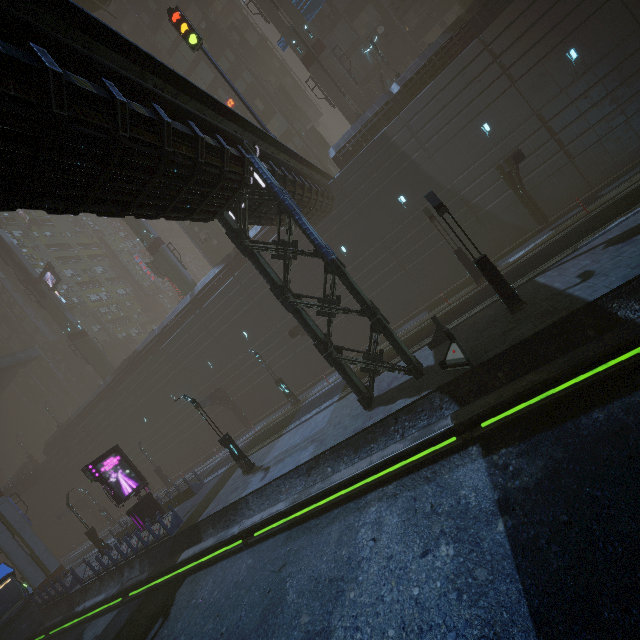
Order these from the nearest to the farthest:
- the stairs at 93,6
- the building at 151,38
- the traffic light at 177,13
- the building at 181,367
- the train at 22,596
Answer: the building at 181,367 → the traffic light at 177,13 → the train at 22,596 → the building at 151,38 → the stairs at 93,6

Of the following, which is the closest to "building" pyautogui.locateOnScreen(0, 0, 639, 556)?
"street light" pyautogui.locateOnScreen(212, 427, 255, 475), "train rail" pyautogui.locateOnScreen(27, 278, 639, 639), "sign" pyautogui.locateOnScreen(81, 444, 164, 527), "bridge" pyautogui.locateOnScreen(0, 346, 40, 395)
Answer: "train rail" pyautogui.locateOnScreen(27, 278, 639, 639)

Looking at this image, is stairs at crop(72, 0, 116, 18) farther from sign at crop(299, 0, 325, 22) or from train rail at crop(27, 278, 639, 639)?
train rail at crop(27, 278, 639, 639)

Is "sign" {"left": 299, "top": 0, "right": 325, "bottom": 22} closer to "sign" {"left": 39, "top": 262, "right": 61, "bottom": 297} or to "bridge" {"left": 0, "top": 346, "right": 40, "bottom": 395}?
"sign" {"left": 39, "top": 262, "right": 61, "bottom": 297}

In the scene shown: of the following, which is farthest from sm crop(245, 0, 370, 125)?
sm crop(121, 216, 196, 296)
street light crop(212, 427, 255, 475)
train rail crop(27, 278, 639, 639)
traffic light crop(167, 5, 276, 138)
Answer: street light crop(212, 427, 255, 475)

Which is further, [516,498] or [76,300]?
[76,300]

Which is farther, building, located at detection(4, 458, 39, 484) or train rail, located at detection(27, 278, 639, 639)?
building, located at detection(4, 458, 39, 484)

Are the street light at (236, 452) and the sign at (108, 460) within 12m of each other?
yes
